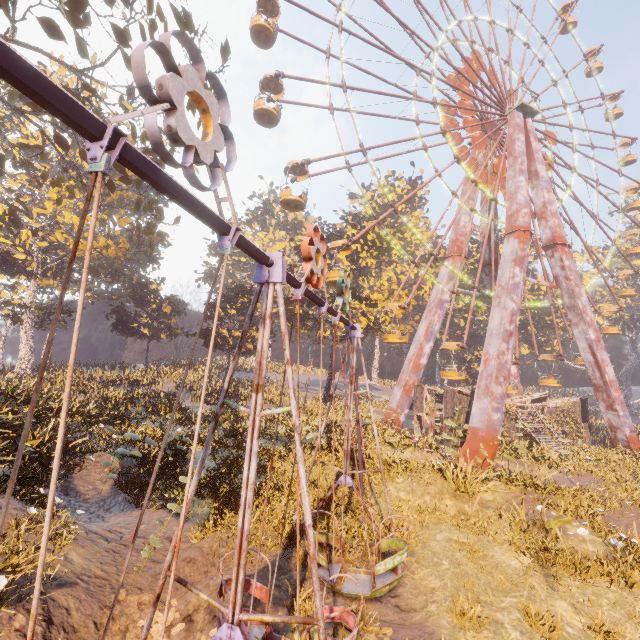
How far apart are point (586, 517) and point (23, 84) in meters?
15.7 m

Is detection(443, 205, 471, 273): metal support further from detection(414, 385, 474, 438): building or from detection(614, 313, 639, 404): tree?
detection(614, 313, 639, 404): tree

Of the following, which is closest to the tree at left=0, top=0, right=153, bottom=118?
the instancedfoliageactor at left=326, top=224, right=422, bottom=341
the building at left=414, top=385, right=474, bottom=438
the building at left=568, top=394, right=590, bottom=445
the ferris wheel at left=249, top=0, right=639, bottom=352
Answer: the ferris wheel at left=249, top=0, right=639, bottom=352

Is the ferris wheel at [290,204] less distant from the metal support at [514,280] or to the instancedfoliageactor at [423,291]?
the metal support at [514,280]

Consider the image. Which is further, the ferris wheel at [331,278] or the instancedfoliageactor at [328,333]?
the instancedfoliageactor at [328,333]

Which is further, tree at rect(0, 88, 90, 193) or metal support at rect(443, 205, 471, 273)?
metal support at rect(443, 205, 471, 273)

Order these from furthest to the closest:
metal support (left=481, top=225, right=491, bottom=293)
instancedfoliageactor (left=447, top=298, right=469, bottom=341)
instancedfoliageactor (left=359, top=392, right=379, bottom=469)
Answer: instancedfoliageactor (left=447, top=298, right=469, bottom=341), metal support (left=481, top=225, right=491, bottom=293), instancedfoliageactor (left=359, top=392, right=379, bottom=469)

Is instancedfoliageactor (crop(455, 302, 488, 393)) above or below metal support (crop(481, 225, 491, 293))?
below
